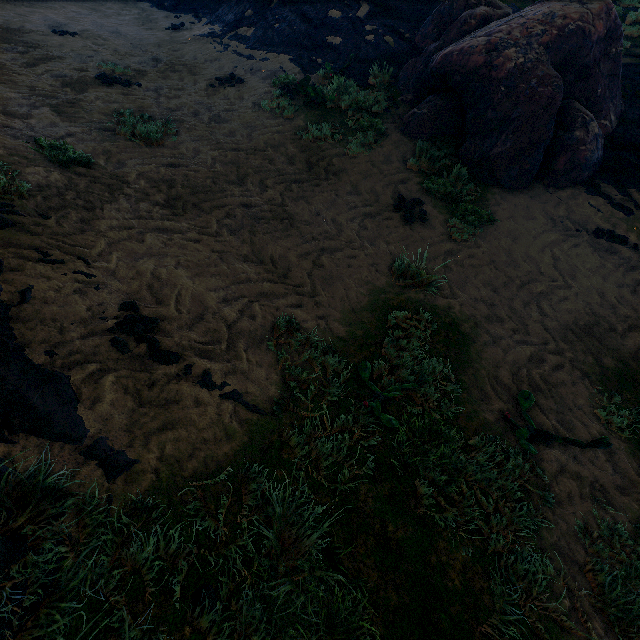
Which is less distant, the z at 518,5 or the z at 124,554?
the z at 124,554

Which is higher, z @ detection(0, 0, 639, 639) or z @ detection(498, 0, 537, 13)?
z @ detection(498, 0, 537, 13)

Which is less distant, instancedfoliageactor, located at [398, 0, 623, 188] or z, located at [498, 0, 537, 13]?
instancedfoliageactor, located at [398, 0, 623, 188]

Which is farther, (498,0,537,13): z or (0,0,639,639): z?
(498,0,537,13): z

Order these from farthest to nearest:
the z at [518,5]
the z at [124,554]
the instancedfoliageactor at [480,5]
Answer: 1. the z at [518,5]
2. the instancedfoliageactor at [480,5]
3. the z at [124,554]

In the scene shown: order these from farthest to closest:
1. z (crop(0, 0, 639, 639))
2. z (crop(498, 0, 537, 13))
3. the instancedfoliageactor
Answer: z (crop(498, 0, 537, 13)) → the instancedfoliageactor → z (crop(0, 0, 639, 639))

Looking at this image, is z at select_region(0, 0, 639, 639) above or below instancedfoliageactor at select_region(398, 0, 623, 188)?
below

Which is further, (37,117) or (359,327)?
(37,117)
